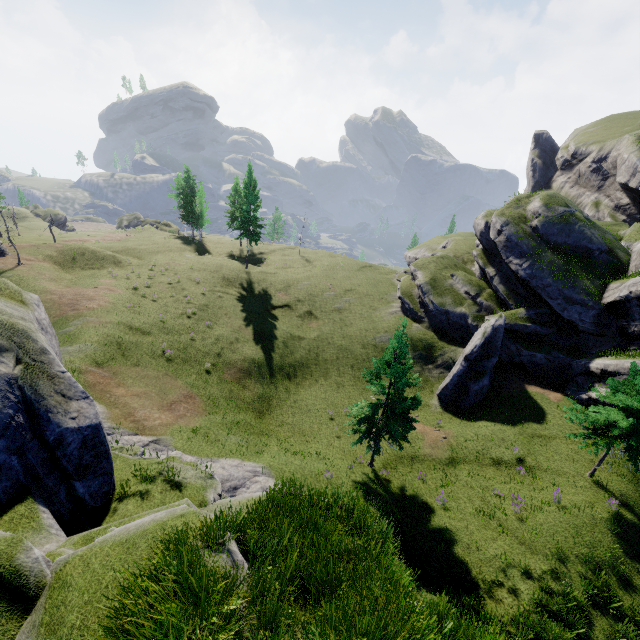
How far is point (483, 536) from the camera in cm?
1711

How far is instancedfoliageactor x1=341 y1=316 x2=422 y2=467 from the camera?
17.4 meters

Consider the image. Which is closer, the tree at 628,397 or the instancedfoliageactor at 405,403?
the tree at 628,397

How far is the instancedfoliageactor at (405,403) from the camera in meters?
17.4

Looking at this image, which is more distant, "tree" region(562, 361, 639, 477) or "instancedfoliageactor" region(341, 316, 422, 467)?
→ "instancedfoliageactor" region(341, 316, 422, 467)
